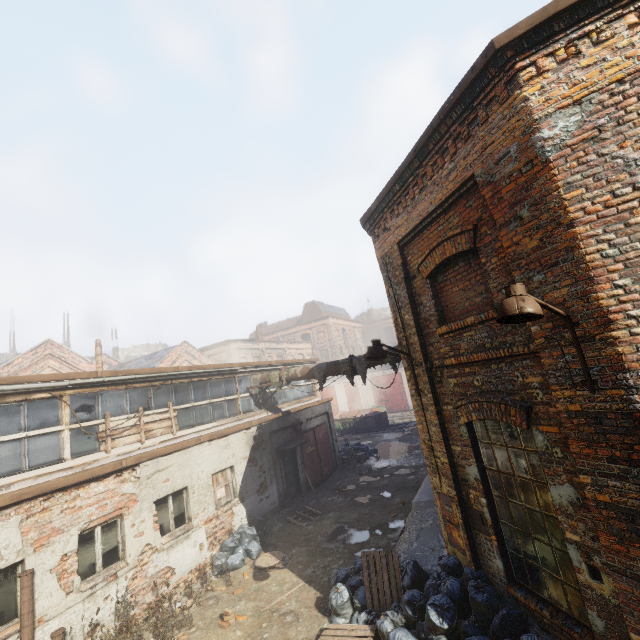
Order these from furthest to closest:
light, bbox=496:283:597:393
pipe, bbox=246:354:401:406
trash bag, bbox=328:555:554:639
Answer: pipe, bbox=246:354:401:406
trash bag, bbox=328:555:554:639
light, bbox=496:283:597:393

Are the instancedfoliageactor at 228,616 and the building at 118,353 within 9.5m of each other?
no

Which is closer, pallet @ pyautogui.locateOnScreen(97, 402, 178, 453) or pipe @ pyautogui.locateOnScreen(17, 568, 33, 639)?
pipe @ pyautogui.locateOnScreen(17, 568, 33, 639)

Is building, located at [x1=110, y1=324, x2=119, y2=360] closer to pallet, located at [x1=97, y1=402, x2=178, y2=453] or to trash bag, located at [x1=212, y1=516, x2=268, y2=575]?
pallet, located at [x1=97, y1=402, x2=178, y2=453]

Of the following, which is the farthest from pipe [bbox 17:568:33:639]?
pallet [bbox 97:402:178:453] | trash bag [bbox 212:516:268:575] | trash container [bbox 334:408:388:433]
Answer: trash container [bbox 334:408:388:433]

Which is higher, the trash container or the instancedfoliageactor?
the trash container

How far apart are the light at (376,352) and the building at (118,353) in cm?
5799

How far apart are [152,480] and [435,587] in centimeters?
744cm
